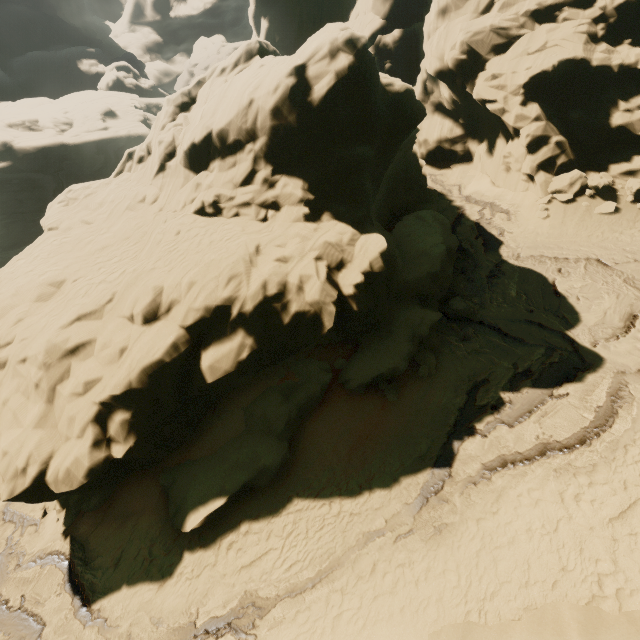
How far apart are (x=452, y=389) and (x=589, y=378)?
4.6 meters

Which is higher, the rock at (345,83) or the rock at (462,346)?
the rock at (345,83)

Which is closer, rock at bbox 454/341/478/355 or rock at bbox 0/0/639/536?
rock at bbox 0/0/639/536

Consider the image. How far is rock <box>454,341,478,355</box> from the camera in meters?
13.5 m

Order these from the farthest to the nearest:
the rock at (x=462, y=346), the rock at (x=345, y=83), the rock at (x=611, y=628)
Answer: the rock at (x=462, y=346), the rock at (x=345, y=83), the rock at (x=611, y=628)

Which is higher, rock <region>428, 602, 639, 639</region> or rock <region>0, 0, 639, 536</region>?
rock <region>0, 0, 639, 536</region>
